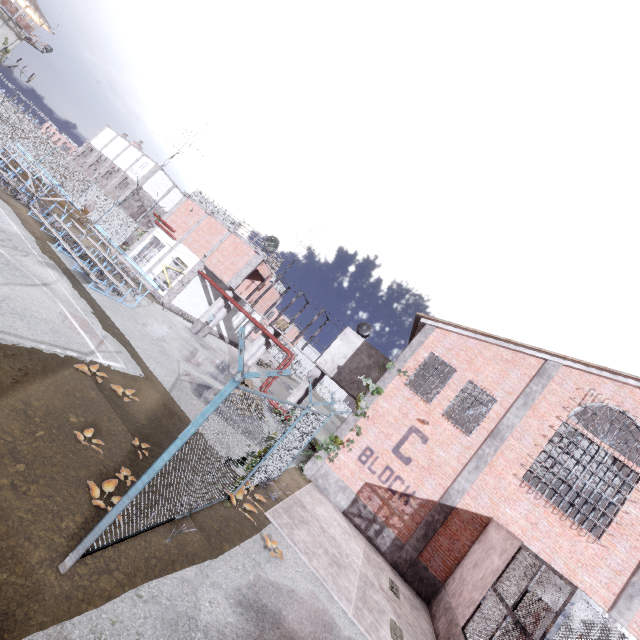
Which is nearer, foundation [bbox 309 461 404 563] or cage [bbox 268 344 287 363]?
foundation [bbox 309 461 404 563]

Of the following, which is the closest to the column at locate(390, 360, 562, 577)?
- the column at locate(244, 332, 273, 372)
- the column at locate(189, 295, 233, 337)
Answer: the column at locate(244, 332, 273, 372)

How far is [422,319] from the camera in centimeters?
1541cm

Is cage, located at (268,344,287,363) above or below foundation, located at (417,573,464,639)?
above

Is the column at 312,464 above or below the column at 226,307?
below

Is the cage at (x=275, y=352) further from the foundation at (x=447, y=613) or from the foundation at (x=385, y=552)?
the foundation at (x=447, y=613)

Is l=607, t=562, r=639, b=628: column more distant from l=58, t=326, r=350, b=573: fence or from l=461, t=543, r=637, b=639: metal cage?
l=58, t=326, r=350, b=573: fence

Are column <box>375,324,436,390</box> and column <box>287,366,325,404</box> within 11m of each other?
yes
